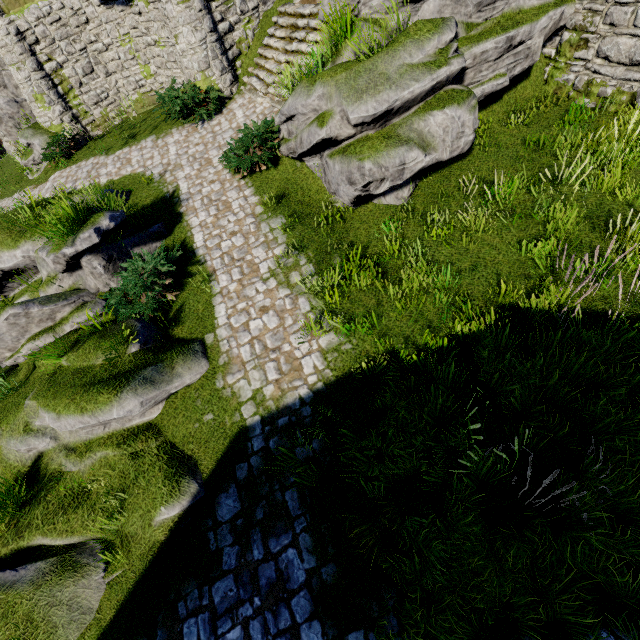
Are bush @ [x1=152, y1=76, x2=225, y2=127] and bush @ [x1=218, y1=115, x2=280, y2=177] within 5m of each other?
yes

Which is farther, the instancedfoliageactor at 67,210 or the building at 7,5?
the building at 7,5

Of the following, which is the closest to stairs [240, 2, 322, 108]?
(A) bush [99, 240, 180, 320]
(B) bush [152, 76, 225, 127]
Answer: (B) bush [152, 76, 225, 127]

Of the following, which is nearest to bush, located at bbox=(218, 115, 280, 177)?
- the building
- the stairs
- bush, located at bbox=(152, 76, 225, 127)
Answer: the stairs

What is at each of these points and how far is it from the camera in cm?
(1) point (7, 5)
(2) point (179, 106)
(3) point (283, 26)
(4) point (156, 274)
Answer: (1) building, 1297
(2) bush, 1194
(3) stairs, 1160
(4) bush, 726

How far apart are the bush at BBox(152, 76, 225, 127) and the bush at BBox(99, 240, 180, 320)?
6.58m

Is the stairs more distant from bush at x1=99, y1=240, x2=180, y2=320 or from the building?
bush at x1=99, y1=240, x2=180, y2=320

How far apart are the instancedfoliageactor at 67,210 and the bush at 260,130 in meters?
3.9
